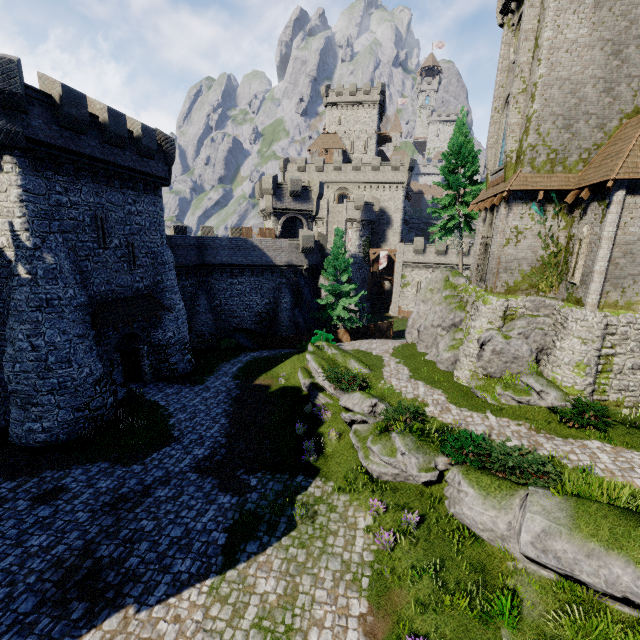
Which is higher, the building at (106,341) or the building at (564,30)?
the building at (564,30)

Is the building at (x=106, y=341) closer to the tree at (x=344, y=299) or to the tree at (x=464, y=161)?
the tree at (x=344, y=299)

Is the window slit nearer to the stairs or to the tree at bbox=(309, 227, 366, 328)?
the tree at bbox=(309, 227, 366, 328)

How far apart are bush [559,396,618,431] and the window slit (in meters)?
5.50

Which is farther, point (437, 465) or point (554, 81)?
point (554, 81)

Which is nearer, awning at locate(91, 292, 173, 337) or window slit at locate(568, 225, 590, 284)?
window slit at locate(568, 225, 590, 284)

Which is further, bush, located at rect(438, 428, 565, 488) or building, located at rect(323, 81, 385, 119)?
building, located at rect(323, 81, 385, 119)

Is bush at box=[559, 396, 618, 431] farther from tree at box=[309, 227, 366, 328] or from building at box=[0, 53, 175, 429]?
building at box=[0, 53, 175, 429]
